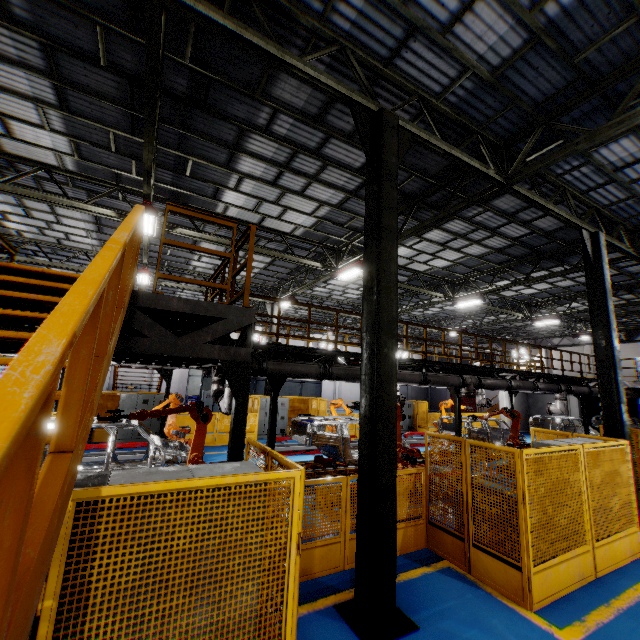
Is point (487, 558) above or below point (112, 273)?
below

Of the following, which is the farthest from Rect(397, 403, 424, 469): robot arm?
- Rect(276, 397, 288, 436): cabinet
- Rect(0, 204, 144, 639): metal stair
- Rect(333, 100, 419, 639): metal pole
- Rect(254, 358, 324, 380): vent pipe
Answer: Rect(276, 397, 288, 436): cabinet

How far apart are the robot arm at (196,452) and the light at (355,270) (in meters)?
7.45

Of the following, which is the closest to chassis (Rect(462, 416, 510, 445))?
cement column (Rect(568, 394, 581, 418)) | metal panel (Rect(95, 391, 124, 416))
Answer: cement column (Rect(568, 394, 581, 418))

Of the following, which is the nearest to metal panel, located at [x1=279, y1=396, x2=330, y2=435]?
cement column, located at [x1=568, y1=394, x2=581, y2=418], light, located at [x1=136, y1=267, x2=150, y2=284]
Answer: cement column, located at [x1=568, y1=394, x2=581, y2=418]

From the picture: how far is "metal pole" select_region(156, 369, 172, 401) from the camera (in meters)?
14.68

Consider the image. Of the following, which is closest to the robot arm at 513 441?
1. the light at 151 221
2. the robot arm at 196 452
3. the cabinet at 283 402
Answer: the cabinet at 283 402

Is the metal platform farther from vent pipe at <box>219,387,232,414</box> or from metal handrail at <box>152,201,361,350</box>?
vent pipe at <box>219,387,232,414</box>
